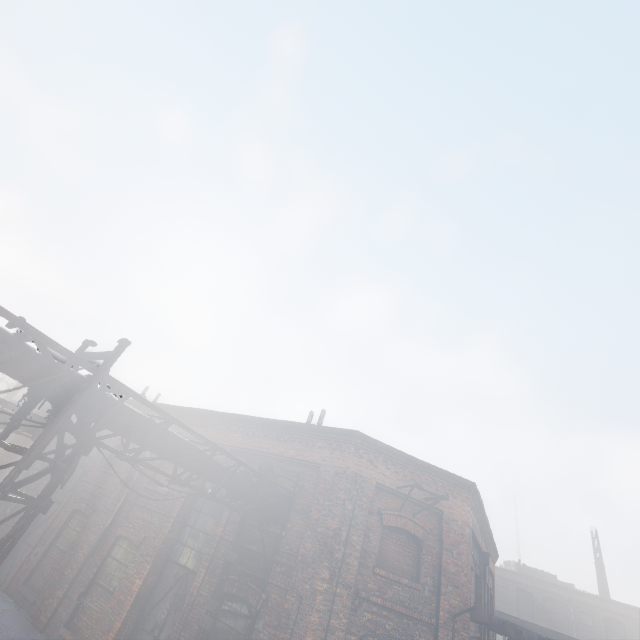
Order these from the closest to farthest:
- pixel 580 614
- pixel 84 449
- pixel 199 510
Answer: pixel 84 449 < pixel 199 510 < pixel 580 614

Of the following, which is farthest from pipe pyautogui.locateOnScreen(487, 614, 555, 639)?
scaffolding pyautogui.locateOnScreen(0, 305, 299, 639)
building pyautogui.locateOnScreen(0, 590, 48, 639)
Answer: scaffolding pyautogui.locateOnScreen(0, 305, 299, 639)

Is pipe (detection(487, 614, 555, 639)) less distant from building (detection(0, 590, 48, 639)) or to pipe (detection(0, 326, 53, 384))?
building (detection(0, 590, 48, 639))

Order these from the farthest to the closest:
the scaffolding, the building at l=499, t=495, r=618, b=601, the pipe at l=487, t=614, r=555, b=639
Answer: the building at l=499, t=495, r=618, b=601 → the pipe at l=487, t=614, r=555, b=639 → the scaffolding

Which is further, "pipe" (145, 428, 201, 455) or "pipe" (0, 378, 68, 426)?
"pipe" (145, 428, 201, 455)

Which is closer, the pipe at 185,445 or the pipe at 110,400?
the pipe at 110,400

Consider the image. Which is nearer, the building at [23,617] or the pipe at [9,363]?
the pipe at [9,363]
